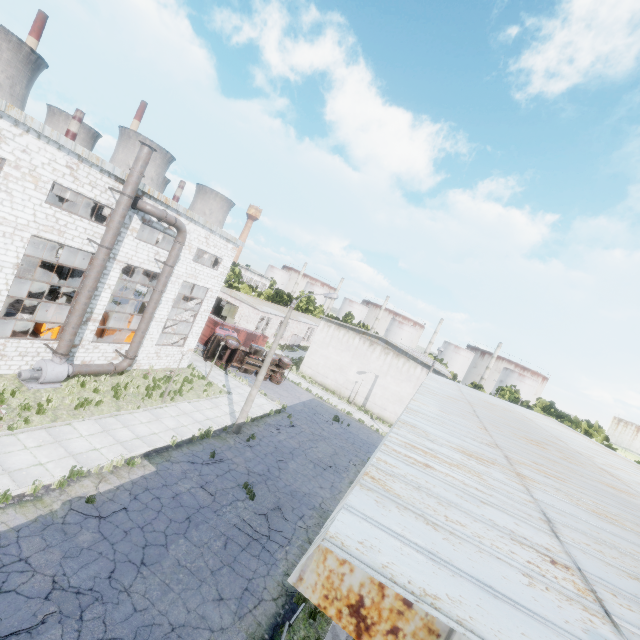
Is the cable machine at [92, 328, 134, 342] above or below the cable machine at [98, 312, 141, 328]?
below

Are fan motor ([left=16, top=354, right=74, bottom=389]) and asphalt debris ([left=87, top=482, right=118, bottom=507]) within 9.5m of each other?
yes

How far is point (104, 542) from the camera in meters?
9.8 m

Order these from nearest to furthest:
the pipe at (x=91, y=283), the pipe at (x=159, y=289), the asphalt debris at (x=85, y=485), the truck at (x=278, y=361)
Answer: the asphalt debris at (x=85, y=485) → the pipe at (x=91, y=283) → the pipe at (x=159, y=289) → the truck at (x=278, y=361)

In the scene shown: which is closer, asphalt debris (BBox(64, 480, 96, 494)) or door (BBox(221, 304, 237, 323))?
asphalt debris (BBox(64, 480, 96, 494))

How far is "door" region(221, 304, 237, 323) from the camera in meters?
45.3 m

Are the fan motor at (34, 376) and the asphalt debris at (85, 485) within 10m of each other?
yes

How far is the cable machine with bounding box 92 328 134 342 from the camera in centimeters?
2163cm
